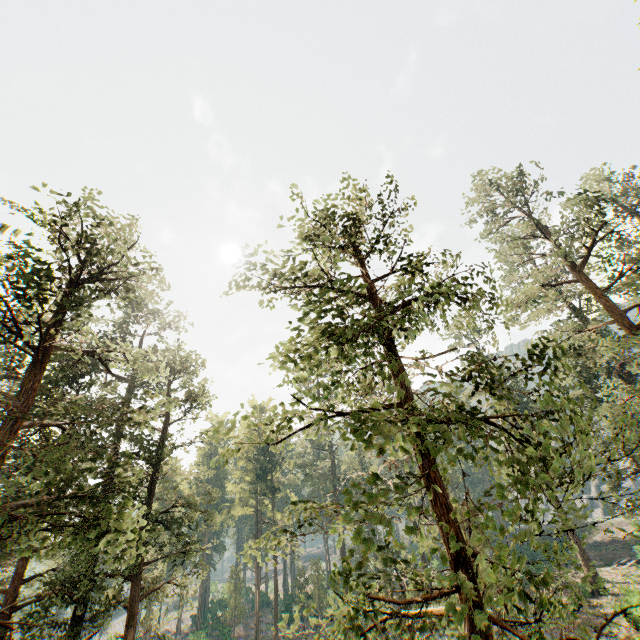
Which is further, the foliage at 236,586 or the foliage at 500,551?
the foliage at 236,586

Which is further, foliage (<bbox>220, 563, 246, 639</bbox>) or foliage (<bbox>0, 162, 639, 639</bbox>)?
foliage (<bbox>220, 563, 246, 639</bbox>)

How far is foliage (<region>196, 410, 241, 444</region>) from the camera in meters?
7.5 m

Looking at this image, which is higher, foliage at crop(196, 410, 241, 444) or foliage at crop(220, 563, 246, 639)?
foliage at crop(196, 410, 241, 444)

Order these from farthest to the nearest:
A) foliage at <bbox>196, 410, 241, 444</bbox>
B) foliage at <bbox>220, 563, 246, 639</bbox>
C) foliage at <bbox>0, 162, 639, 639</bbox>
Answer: foliage at <bbox>220, 563, 246, 639</bbox> → foliage at <bbox>196, 410, 241, 444</bbox> → foliage at <bbox>0, 162, 639, 639</bbox>

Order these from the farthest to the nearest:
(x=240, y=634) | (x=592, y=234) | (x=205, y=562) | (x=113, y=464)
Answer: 1. (x=240, y=634)
2. (x=592, y=234)
3. (x=205, y=562)
4. (x=113, y=464)
